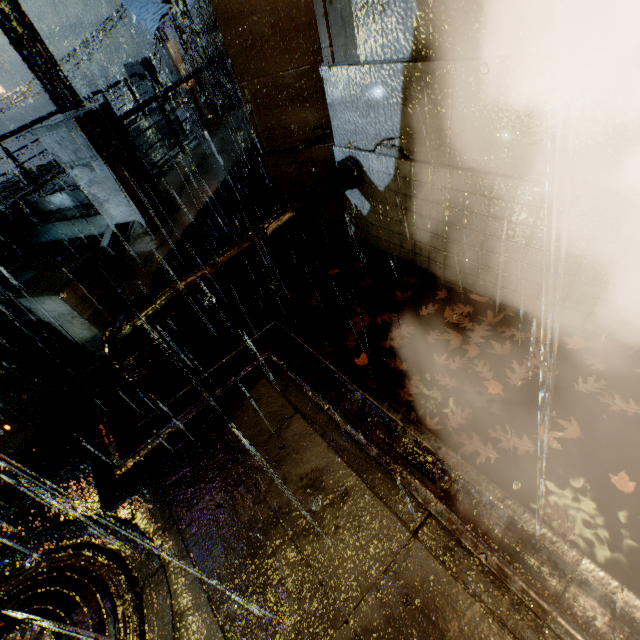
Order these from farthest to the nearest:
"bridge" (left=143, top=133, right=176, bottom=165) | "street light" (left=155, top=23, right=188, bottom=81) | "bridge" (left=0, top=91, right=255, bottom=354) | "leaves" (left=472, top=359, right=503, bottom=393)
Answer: "street light" (left=155, top=23, right=188, bottom=81), "bridge" (left=143, top=133, right=176, bottom=165), "bridge" (left=0, top=91, right=255, bottom=354), "leaves" (left=472, top=359, right=503, bottom=393)

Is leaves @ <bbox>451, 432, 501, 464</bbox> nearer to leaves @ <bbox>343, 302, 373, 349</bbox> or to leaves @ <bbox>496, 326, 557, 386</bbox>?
leaves @ <bbox>496, 326, 557, 386</bbox>

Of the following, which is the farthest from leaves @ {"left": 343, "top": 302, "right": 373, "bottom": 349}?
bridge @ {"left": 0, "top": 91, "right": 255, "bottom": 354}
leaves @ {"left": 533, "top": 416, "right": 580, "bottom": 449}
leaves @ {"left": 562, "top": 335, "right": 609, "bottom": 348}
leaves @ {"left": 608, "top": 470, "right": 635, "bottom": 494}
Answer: bridge @ {"left": 0, "top": 91, "right": 255, "bottom": 354}

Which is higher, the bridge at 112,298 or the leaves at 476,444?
the bridge at 112,298

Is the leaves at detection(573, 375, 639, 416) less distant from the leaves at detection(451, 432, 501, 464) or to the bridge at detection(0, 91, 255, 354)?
the leaves at detection(451, 432, 501, 464)

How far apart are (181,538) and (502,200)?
5.2m

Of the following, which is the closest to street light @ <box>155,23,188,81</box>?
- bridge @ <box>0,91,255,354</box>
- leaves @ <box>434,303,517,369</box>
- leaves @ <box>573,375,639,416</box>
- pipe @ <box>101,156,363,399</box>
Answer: bridge @ <box>0,91,255,354</box>

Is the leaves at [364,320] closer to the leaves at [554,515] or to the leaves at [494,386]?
the leaves at [494,386]
